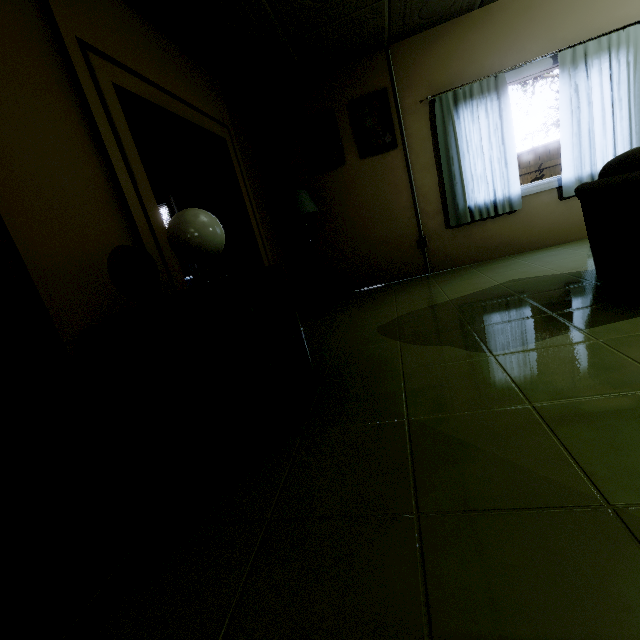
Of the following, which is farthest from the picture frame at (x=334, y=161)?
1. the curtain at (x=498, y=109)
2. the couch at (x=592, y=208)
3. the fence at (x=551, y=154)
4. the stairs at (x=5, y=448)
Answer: the fence at (x=551, y=154)

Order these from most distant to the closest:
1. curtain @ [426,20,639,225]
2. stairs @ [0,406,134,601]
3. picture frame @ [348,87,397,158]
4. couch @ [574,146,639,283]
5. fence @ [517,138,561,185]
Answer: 1. fence @ [517,138,561,185]
2. picture frame @ [348,87,397,158]
3. curtain @ [426,20,639,225]
4. couch @ [574,146,639,283]
5. stairs @ [0,406,134,601]

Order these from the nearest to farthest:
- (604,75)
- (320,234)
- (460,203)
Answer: (604,75) → (460,203) → (320,234)

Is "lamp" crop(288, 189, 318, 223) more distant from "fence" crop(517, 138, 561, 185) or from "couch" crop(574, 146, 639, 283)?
"fence" crop(517, 138, 561, 185)

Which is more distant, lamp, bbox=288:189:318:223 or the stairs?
lamp, bbox=288:189:318:223

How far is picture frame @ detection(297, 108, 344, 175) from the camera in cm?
419

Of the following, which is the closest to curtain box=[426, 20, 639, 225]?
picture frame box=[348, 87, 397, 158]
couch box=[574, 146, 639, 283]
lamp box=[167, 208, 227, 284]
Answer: picture frame box=[348, 87, 397, 158]

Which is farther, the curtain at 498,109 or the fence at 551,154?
the fence at 551,154
